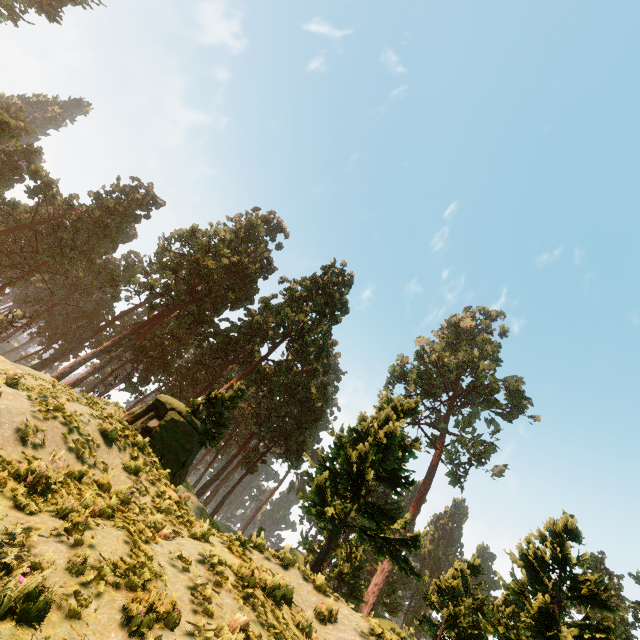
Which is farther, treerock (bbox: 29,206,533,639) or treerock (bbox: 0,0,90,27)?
treerock (bbox: 0,0,90,27)

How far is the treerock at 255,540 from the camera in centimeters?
1036cm

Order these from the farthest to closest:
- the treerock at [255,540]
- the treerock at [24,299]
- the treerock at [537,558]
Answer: the treerock at [24,299]
the treerock at [255,540]
the treerock at [537,558]

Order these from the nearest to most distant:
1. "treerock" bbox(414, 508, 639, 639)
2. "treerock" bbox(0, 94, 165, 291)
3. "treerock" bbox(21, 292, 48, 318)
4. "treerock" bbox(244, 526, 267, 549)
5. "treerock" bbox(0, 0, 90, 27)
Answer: "treerock" bbox(414, 508, 639, 639)
"treerock" bbox(244, 526, 267, 549)
"treerock" bbox(0, 94, 165, 291)
"treerock" bbox(0, 0, 90, 27)
"treerock" bbox(21, 292, 48, 318)

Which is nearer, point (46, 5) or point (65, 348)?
point (65, 348)

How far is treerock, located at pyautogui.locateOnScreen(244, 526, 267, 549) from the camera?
10.4m
